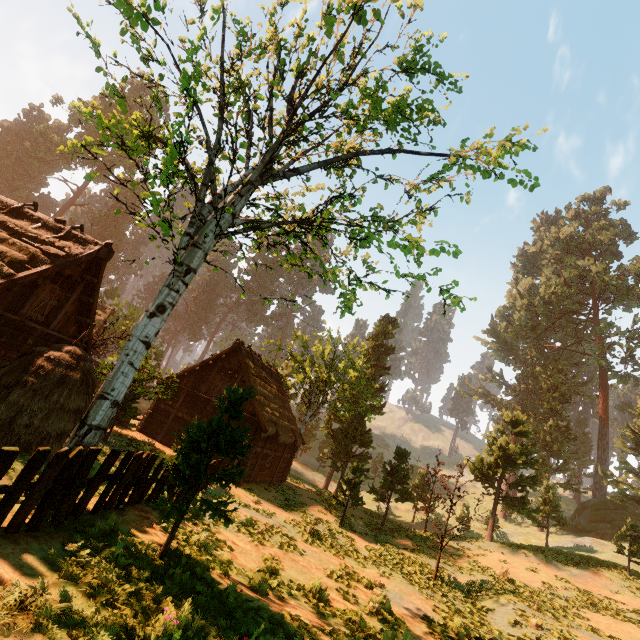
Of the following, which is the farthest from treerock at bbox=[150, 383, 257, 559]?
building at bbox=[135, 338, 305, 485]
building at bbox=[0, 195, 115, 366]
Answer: building at bbox=[135, 338, 305, 485]

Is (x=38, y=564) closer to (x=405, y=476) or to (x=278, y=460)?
(x=278, y=460)

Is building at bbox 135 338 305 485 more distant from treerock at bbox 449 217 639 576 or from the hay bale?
the hay bale

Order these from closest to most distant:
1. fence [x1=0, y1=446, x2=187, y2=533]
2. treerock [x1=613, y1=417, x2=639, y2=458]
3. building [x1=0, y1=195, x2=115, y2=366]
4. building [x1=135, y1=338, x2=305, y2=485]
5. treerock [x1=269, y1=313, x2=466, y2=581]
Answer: fence [x1=0, y1=446, x2=187, y2=533], building [x1=0, y1=195, x2=115, y2=366], building [x1=135, y1=338, x2=305, y2=485], treerock [x1=269, y1=313, x2=466, y2=581], treerock [x1=613, y1=417, x2=639, y2=458]

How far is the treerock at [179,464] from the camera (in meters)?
6.28

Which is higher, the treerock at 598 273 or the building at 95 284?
the treerock at 598 273

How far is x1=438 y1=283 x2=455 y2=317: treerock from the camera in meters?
9.0 m

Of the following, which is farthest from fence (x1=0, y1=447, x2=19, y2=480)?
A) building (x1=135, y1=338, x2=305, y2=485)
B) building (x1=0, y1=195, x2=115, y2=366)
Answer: building (x1=0, y1=195, x2=115, y2=366)
